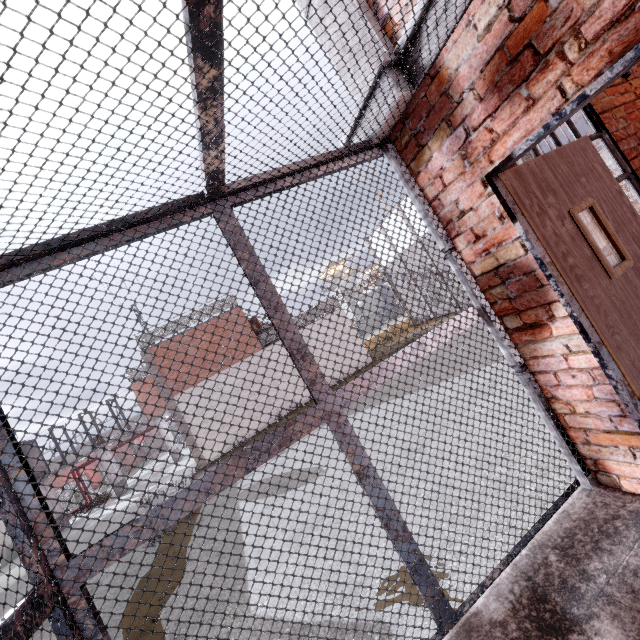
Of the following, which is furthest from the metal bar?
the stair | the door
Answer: the stair

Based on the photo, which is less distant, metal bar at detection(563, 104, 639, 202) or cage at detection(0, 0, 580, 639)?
cage at detection(0, 0, 580, 639)

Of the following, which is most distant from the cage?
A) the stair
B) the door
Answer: the door

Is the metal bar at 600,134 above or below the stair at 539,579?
above

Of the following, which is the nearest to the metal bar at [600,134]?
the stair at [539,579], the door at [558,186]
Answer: the door at [558,186]

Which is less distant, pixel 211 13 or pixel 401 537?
pixel 211 13

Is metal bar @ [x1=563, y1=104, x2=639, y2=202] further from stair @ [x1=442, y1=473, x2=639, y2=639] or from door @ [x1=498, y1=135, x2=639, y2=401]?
stair @ [x1=442, y1=473, x2=639, y2=639]

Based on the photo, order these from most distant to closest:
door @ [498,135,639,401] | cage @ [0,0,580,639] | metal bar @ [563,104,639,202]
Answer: metal bar @ [563,104,639,202], door @ [498,135,639,401], cage @ [0,0,580,639]
